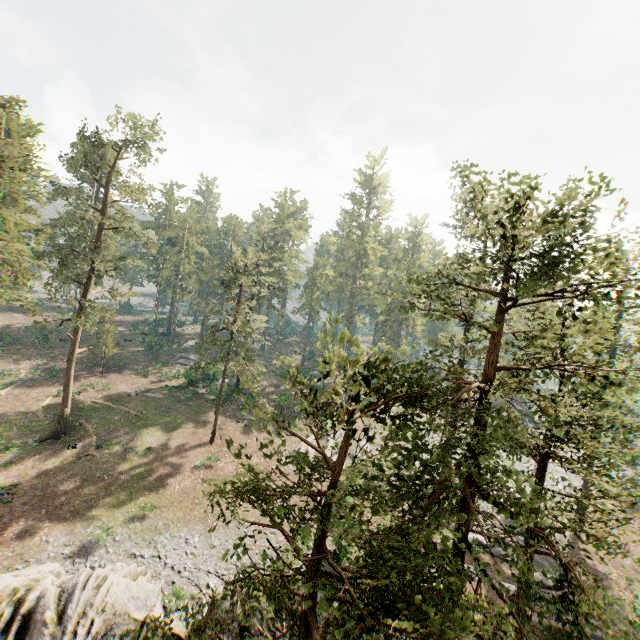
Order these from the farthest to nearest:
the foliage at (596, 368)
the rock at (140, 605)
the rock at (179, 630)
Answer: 1. the rock at (179, 630)
2. the rock at (140, 605)
3. the foliage at (596, 368)

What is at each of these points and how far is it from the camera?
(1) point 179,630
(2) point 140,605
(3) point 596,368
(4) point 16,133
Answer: (1) rock, 17.2m
(2) rock, 17.2m
(3) foliage, 9.0m
(4) foliage, 34.6m

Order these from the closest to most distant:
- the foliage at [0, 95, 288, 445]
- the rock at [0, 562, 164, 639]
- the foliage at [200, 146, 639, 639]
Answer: the foliage at [200, 146, 639, 639] < the rock at [0, 562, 164, 639] < the foliage at [0, 95, 288, 445]

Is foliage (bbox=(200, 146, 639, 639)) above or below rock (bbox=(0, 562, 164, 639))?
above

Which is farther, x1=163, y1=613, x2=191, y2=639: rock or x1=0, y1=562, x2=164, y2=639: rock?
x1=163, y1=613, x2=191, y2=639: rock

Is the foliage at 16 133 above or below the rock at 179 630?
above

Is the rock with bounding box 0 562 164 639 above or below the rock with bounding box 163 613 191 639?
above

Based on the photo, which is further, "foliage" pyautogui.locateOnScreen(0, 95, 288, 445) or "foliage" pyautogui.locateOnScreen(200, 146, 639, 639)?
"foliage" pyautogui.locateOnScreen(0, 95, 288, 445)
